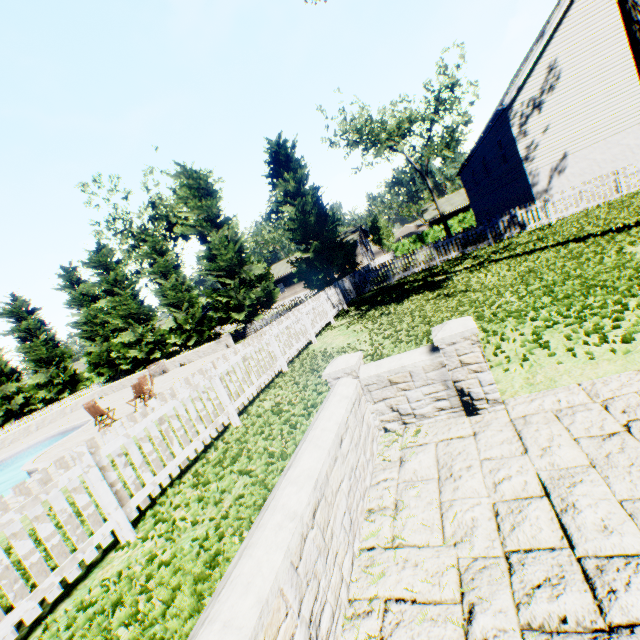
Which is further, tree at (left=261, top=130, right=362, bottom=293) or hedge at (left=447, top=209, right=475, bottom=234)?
hedge at (left=447, top=209, right=475, bottom=234)

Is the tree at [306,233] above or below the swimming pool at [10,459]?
above

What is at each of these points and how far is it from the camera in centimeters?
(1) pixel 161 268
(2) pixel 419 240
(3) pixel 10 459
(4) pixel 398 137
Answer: (1) tree, 2519cm
(2) hedge, 4128cm
(3) swimming pool, 1789cm
(4) tree, 3872cm

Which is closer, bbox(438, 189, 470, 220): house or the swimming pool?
the swimming pool

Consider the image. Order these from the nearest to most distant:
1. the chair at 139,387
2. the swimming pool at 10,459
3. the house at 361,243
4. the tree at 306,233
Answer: the swimming pool at 10,459
the chair at 139,387
the tree at 306,233
the house at 361,243

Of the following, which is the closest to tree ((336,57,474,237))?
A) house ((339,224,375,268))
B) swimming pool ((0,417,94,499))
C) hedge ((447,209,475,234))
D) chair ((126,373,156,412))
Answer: house ((339,224,375,268))

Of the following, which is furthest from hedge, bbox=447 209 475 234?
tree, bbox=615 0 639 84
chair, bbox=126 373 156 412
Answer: chair, bbox=126 373 156 412

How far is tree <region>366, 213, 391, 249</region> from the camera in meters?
53.1
